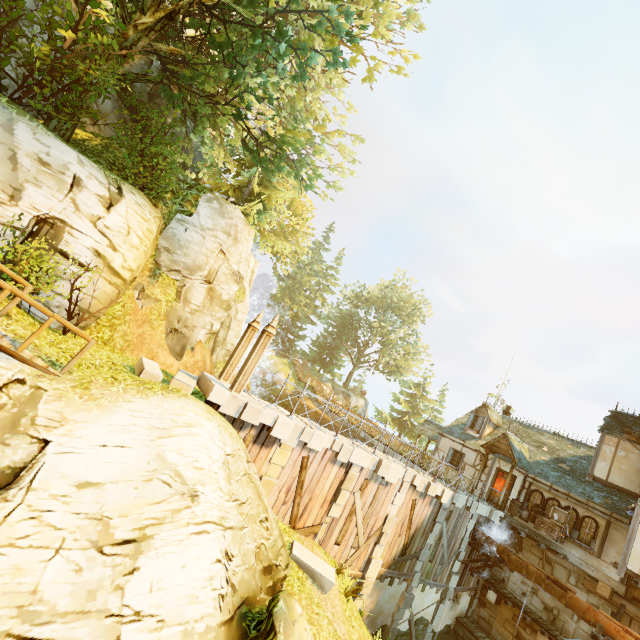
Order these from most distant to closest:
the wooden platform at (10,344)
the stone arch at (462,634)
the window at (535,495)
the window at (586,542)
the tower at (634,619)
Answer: the window at (535,495) → the stone arch at (462,634) → the window at (586,542) → the tower at (634,619) → the wooden platform at (10,344)

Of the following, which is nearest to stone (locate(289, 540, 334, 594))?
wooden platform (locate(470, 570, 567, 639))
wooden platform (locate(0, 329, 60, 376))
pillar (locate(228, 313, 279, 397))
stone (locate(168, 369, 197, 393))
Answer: pillar (locate(228, 313, 279, 397))

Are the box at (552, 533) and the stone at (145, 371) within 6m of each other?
no

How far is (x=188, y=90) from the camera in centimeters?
1158cm

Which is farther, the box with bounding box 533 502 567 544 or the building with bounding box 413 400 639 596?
the box with bounding box 533 502 567 544

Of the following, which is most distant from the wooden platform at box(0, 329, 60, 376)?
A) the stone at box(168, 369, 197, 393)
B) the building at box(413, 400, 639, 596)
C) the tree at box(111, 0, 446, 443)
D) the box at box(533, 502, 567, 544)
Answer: the box at box(533, 502, 567, 544)

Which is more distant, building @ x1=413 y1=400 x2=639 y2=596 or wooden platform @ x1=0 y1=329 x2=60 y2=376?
building @ x1=413 y1=400 x2=639 y2=596

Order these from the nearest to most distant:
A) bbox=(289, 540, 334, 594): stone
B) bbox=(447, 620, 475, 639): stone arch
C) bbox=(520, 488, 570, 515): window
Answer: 1. bbox=(289, 540, 334, 594): stone
2. bbox=(447, 620, 475, 639): stone arch
3. bbox=(520, 488, 570, 515): window
